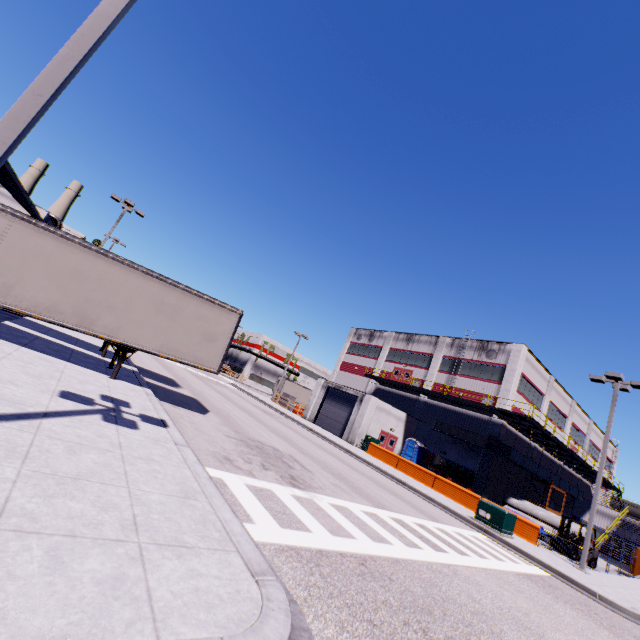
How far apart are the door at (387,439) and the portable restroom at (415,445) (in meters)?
0.77

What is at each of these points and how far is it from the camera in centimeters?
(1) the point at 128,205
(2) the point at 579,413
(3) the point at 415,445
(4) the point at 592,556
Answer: (1) light, 2411cm
(2) building, 4081cm
(3) portable restroom, 3173cm
(4) forklift, 1973cm

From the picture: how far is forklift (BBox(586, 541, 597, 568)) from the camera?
19.62m

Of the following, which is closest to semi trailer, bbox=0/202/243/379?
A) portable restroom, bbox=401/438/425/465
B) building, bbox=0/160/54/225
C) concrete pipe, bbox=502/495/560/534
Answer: building, bbox=0/160/54/225

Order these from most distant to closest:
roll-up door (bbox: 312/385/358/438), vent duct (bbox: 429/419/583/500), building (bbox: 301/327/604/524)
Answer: roll-up door (bbox: 312/385/358/438)
building (bbox: 301/327/604/524)
vent duct (bbox: 429/419/583/500)

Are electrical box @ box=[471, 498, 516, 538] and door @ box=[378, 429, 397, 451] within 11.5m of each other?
no

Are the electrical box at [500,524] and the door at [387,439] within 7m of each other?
no

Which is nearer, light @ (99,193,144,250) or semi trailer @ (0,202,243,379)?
semi trailer @ (0,202,243,379)
